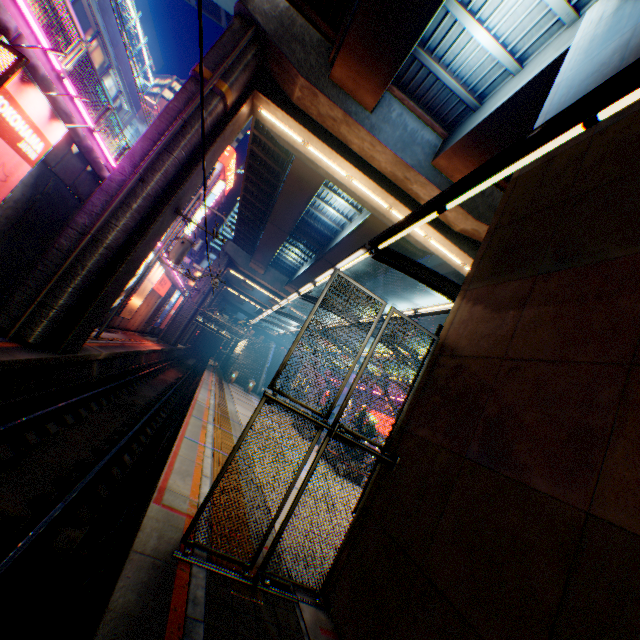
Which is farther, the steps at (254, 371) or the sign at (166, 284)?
the steps at (254, 371)

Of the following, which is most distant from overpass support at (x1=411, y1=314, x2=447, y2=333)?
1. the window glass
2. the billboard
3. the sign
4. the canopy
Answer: the window glass

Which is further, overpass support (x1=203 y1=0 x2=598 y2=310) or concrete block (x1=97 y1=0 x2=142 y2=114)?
concrete block (x1=97 y1=0 x2=142 y2=114)

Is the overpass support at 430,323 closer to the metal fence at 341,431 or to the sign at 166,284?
the metal fence at 341,431

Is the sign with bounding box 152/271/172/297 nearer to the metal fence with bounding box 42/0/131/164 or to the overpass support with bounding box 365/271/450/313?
the metal fence with bounding box 42/0/131/164

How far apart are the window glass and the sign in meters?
15.2

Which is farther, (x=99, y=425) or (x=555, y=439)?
(x=99, y=425)

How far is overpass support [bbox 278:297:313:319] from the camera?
44.9m
